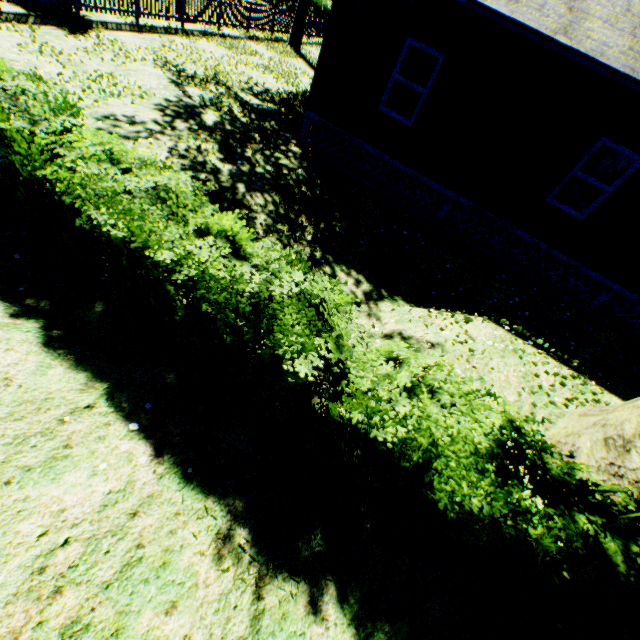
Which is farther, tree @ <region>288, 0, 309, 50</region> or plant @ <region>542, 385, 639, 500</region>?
tree @ <region>288, 0, 309, 50</region>

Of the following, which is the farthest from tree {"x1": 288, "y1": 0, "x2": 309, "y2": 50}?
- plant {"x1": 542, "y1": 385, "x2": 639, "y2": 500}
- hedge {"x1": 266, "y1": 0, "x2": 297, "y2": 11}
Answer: hedge {"x1": 266, "y1": 0, "x2": 297, "y2": 11}

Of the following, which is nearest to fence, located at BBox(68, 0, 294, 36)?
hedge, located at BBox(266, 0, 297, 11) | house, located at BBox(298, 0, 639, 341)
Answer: hedge, located at BBox(266, 0, 297, 11)

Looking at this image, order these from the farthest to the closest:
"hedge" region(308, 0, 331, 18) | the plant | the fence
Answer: "hedge" region(308, 0, 331, 18) < the fence < the plant

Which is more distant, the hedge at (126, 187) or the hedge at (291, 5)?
the hedge at (291, 5)

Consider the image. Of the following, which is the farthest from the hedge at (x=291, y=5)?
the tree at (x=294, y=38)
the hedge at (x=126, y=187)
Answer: the tree at (x=294, y=38)

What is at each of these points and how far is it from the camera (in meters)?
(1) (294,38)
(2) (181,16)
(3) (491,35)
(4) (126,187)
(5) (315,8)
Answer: (1) tree, 19.39
(2) fence, 14.56
(3) house, 7.00
(4) hedge, 3.81
(5) hedge, 28.20

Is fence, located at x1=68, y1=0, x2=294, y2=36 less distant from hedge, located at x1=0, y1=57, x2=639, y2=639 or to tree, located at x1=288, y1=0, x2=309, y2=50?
tree, located at x1=288, y1=0, x2=309, y2=50
